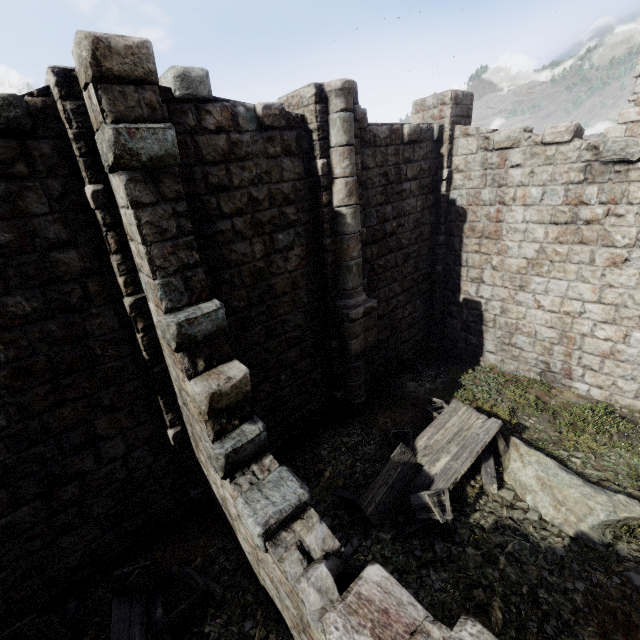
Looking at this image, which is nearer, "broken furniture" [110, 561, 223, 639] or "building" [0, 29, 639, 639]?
"building" [0, 29, 639, 639]

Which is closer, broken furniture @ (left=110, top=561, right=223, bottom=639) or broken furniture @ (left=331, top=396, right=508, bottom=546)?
broken furniture @ (left=110, top=561, right=223, bottom=639)

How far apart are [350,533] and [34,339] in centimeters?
638cm

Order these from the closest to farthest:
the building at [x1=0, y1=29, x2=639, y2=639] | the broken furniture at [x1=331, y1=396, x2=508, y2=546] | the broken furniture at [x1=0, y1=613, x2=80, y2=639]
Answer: the building at [x1=0, y1=29, x2=639, y2=639], the broken furniture at [x1=0, y1=613, x2=80, y2=639], the broken furniture at [x1=331, y1=396, x2=508, y2=546]

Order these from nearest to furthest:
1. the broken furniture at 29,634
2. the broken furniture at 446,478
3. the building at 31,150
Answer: the building at 31,150, the broken furniture at 29,634, the broken furniture at 446,478

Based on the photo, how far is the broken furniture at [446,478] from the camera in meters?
6.1

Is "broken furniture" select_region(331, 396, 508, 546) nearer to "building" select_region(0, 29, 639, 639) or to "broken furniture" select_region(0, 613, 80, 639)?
"building" select_region(0, 29, 639, 639)
